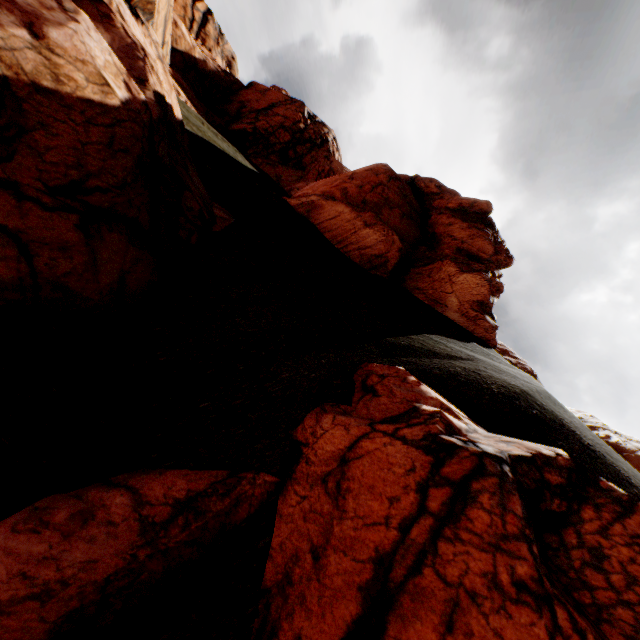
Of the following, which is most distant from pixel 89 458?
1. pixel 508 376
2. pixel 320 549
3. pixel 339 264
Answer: pixel 339 264

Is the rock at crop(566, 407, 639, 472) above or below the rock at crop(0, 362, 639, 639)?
above

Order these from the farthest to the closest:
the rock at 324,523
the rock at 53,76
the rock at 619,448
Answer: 1. the rock at 619,448
2. the rock at 53,76
3. the rock at 324,523

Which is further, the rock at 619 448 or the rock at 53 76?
the rock at 619 448

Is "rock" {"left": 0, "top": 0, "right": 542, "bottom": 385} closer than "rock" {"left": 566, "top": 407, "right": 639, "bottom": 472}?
Yes

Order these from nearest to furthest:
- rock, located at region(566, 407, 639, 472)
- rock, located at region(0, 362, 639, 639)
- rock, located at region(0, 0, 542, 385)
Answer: rock, located at region(0, 362, 639, 639) < rock, located at region(0, 0, 542, 385) < rock, located at region(566, 407, 639, 472)
